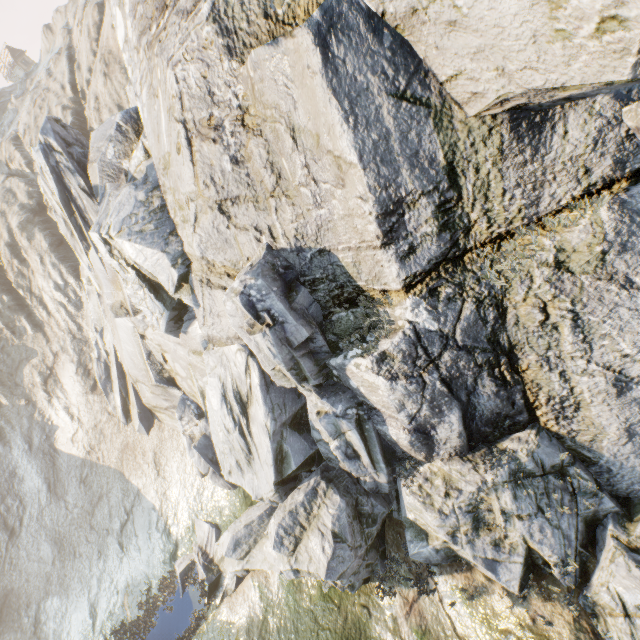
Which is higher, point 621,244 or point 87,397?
point 621,244
